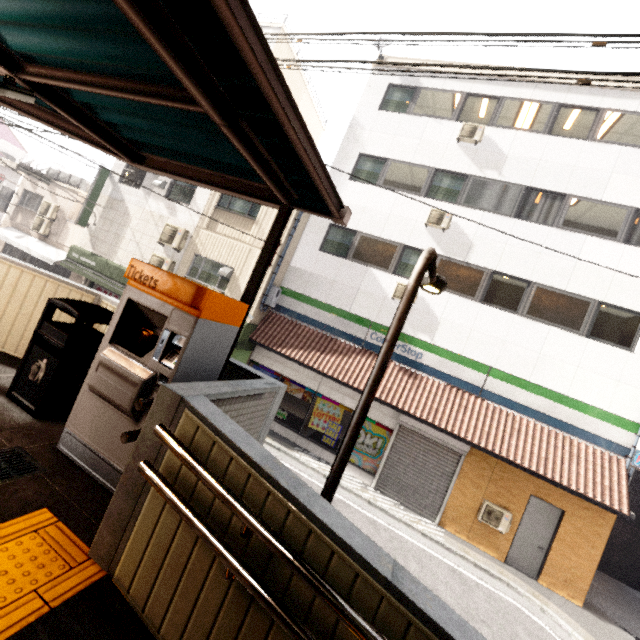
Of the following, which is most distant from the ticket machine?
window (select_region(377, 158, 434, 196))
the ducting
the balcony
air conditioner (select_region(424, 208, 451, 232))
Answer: the ducting

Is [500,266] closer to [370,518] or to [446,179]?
[446,179]

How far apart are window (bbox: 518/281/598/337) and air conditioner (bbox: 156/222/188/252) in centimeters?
1229cm

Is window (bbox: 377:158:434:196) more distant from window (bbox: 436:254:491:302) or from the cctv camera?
the cctv camera

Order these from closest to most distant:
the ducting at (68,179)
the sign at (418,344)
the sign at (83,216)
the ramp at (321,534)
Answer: the ramp at (321,534) → the sign at (418,344) → the sign at (83,216) → the ducting at (68,179)

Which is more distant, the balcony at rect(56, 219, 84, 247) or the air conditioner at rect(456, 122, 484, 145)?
the balcony at rect(56, 219, 84, 247)

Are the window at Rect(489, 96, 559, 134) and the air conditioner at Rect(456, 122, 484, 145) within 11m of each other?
yes

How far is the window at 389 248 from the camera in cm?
1145
